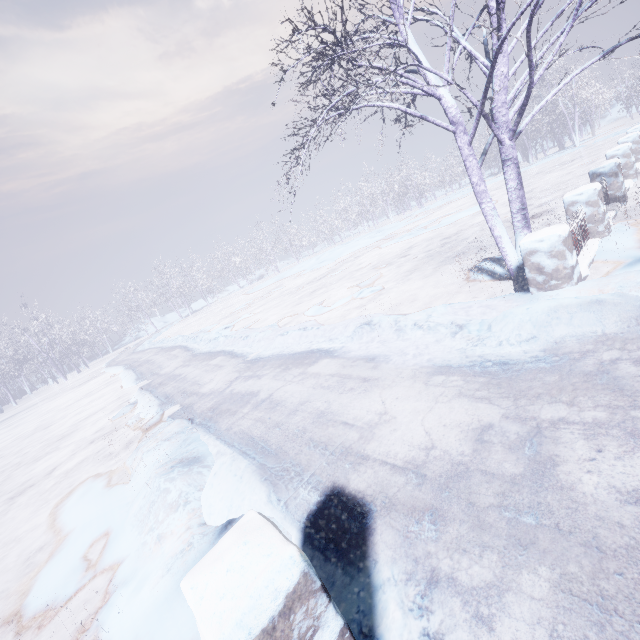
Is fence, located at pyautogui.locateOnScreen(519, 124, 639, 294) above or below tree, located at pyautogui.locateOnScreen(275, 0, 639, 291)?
below

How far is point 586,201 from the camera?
5.2 meters

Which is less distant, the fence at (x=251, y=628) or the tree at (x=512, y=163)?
the fence at (x=251, y=628)

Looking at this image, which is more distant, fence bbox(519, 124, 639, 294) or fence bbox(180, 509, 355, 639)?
fence bbox(519, 124, 639, 294)

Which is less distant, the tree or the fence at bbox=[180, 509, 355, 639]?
the fence at bbox=[180, 509, 355, 639]

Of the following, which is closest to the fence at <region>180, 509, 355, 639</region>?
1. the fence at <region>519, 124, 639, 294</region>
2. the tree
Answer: the tree

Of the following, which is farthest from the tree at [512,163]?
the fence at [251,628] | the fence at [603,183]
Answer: the fence at [251,628]
